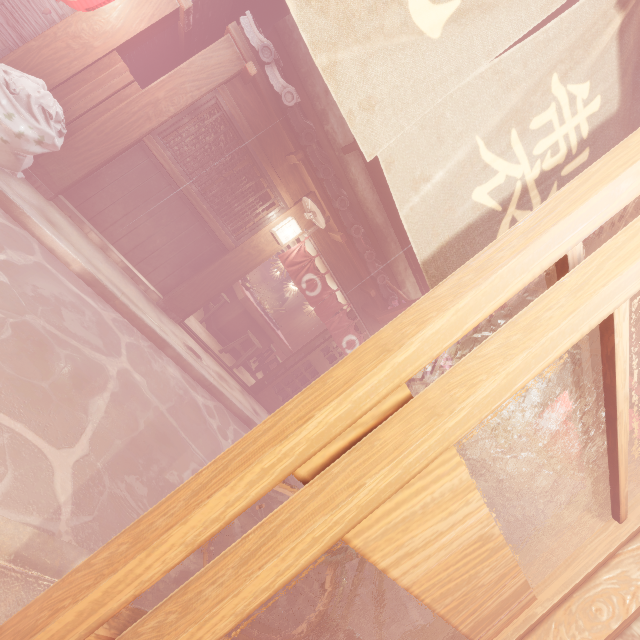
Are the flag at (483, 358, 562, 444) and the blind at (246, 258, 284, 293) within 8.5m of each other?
no

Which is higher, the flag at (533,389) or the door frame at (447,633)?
the flag at (533,389)

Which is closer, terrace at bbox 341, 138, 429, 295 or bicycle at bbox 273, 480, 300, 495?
bicycle at bbox 273, 480, 300, 495

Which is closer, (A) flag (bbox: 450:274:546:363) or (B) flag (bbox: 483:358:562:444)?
(A) flag (bbox: 450:274:546:363)

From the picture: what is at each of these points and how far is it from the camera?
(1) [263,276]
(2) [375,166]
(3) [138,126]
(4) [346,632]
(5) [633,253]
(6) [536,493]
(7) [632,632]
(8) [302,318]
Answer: (1) blind, 25.1m
(2) terrace, 11.8m
(3) wood pole, 7.8m
(4) bicycle, 4.3m
(5) door, 1.2m
(6) house, 41.5m
(7) building, 2.3m
(8) building, 20.0m

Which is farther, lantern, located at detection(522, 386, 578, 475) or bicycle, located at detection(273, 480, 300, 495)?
lantern, located at detection(522, 386, 578, 475)

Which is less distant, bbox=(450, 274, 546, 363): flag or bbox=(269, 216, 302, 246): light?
bbox=(450, 274, 546, 363): flag

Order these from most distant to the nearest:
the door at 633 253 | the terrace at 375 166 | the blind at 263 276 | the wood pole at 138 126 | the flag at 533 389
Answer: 1. the blind at 263 276
2. the terrace at 375 166
3. the wood pole at 138 126
4. the flag at 533 389
5. the door at 633 253
